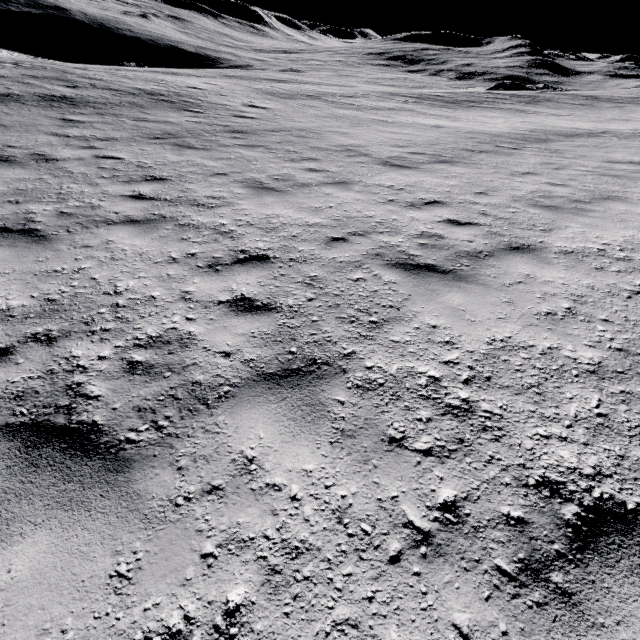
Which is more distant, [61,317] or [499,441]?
[61,317]
